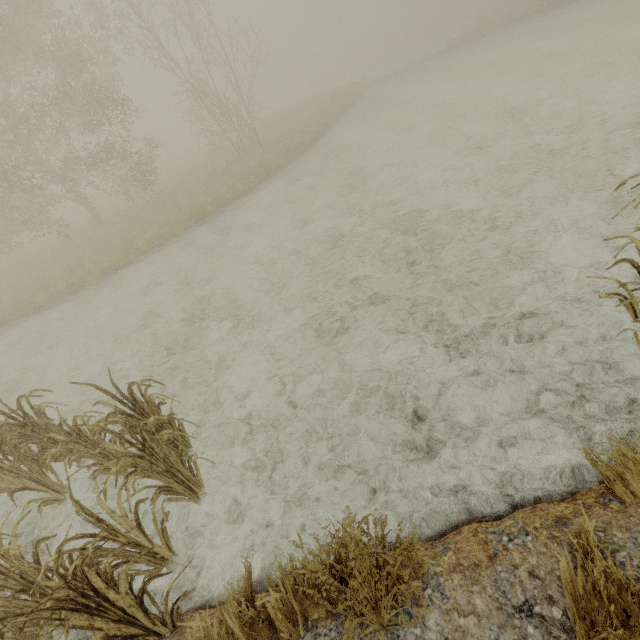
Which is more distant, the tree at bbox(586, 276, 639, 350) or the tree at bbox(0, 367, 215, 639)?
the tree at bbox(586, 276, 639, 350)

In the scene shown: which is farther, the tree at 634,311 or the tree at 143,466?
the tree at 634,311

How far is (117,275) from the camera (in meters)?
12.12
